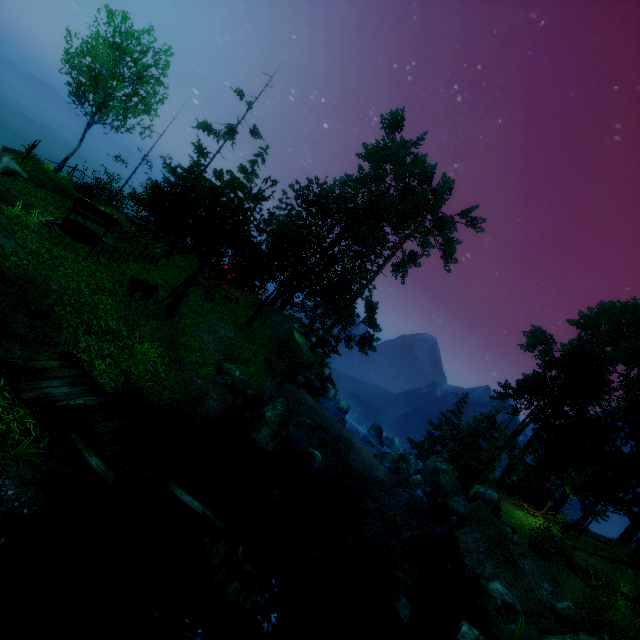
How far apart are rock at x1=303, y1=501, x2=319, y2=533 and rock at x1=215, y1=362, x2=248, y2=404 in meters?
4.8

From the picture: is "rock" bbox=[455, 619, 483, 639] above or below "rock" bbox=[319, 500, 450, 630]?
above

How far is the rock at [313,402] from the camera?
22.70m

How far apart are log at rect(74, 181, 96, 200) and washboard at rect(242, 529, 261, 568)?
23.15m

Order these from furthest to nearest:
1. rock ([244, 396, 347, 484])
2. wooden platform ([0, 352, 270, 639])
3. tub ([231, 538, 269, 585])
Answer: rock ([244, 396, 347, 484]) < tub ([231, 538, 269, 585]) < wooden platform ([0, 352, 270, 639])

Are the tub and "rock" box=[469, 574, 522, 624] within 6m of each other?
no

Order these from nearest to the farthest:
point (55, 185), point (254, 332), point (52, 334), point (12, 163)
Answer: point (52, 334) → point (12, 163) → point (55, 185) → point (254, 332)

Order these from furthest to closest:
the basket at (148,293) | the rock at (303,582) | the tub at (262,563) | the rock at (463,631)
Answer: the basket at (148,293), the rock at (463,631), the rock at (303,582), the tub at (262,563)
